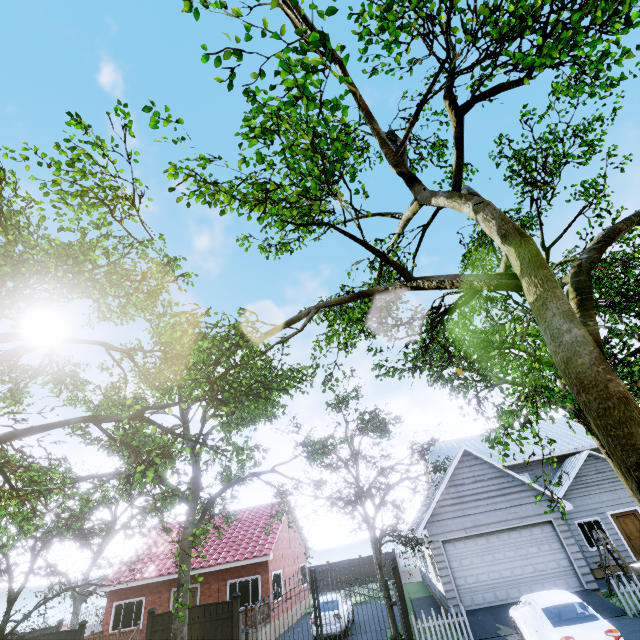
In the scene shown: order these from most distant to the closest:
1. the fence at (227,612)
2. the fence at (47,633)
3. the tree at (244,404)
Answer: the fence at (47,633) → the fence at (227,612) → the tree at (244,404)

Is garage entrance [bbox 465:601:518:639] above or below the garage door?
below

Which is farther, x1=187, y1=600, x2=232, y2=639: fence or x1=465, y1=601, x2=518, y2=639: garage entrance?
x1=187, y1=600, x2=232, y2=639: fence

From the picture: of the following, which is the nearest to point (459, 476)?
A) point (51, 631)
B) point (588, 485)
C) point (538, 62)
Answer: point (588, 485)

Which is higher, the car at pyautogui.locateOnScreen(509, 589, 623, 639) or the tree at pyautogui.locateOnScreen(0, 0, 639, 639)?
the tree at pyautogui.locateOnScreen(0, 0, 639, 639)

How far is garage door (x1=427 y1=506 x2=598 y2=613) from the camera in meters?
13.4 m

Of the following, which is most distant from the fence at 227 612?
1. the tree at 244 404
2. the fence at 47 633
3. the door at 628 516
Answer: the door at 628 516

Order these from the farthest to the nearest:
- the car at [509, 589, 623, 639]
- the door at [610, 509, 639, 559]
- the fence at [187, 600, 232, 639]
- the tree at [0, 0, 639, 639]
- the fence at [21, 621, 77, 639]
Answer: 1. the door at [610, 509, 639, 559]
2. the fence at [21, 621, 77, 639]
3. the fence at [187, 600, 232, 639]
4. the car at [509, 589, 623, 639]
5. the tree at [0, 0, 639, 639]
